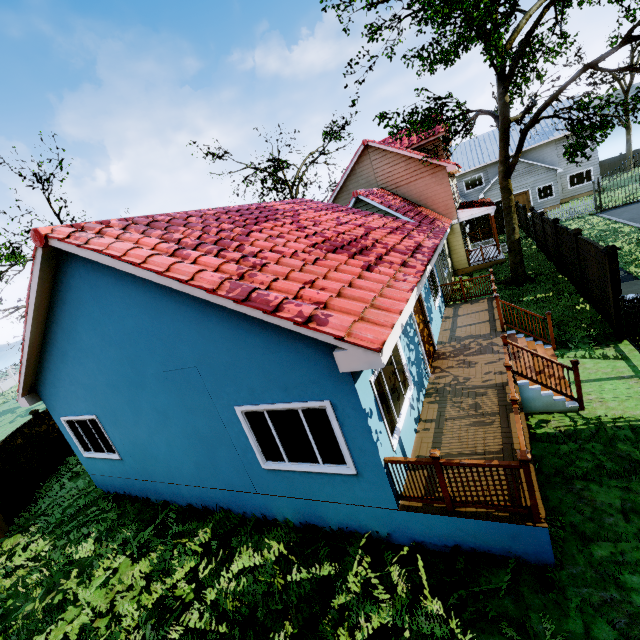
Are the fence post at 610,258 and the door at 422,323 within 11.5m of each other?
yes

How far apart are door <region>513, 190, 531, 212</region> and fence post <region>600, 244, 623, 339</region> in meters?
28.0

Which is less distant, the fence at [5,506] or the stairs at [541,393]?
the stairs at [541,393]

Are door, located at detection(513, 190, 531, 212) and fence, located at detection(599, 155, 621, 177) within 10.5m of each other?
no

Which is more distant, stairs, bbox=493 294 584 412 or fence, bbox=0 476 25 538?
fence, bbox=0 476 25 538

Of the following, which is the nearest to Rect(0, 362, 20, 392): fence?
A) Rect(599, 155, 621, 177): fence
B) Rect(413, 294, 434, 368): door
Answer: Rect(413, 294, 434, 368): door

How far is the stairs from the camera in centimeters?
677cm

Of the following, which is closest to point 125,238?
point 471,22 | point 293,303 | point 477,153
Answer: point 293,303
